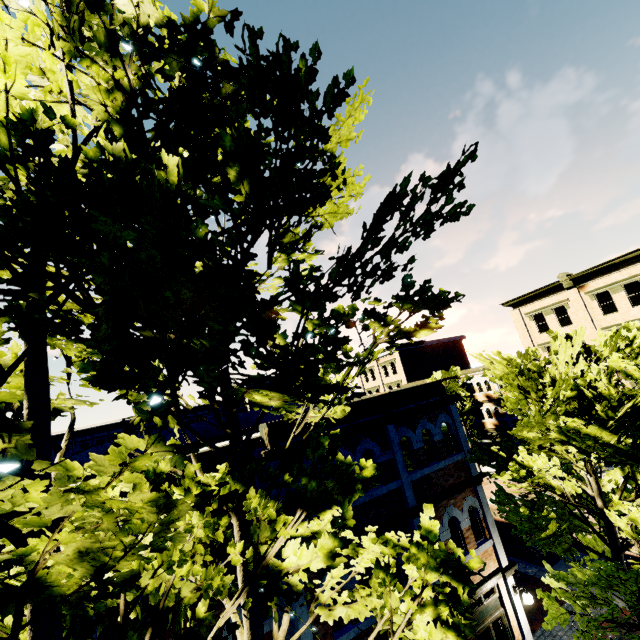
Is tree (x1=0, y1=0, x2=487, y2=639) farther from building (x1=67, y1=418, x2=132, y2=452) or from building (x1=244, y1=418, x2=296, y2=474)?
building (x1=67, y1=418, x2=132, y2=452)

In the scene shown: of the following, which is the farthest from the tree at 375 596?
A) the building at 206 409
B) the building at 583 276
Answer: the building at 206 409

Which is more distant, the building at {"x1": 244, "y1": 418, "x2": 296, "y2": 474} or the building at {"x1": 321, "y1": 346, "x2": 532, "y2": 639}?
A: the building at {"x1": 321, "y1": 346, "x2": 532, "y2": 639}

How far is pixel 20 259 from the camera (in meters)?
4.45

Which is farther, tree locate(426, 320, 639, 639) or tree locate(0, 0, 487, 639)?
tree locate(426, 320, 639, 639)

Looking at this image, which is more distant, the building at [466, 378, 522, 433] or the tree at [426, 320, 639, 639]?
the building at [466, 378, 522, 433]

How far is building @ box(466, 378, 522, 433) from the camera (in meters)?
31.68

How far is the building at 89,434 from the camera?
36.8m
